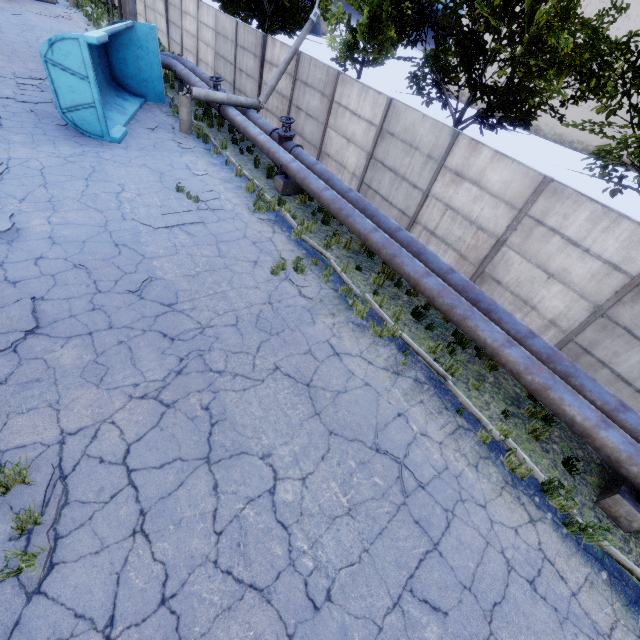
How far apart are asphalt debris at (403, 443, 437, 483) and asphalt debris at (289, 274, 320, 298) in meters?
2.9

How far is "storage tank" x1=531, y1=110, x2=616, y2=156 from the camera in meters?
57.8

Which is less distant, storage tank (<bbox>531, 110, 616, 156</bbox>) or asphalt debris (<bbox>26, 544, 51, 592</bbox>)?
asphalt debris (<bbox>26, 544, 51, 592</bbox>)

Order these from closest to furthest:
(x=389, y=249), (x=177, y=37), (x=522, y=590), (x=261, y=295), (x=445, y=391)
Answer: (x=522, y=590)
(x=445, y=391)
(x=261, y=295)
(x=389, y=249)
(x=177, y=37)

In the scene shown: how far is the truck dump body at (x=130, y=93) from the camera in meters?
12.4

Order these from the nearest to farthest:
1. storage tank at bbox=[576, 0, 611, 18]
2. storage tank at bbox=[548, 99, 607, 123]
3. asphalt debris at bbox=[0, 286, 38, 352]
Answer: asphalt debris at bbox=[0, 286, 38, 352]
storage tank at bbox=[576, 0, 611, 18]
storage tank at bbox=[548, 99, 607, 123]

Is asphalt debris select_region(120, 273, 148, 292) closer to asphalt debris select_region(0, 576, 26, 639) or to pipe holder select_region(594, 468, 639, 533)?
asphalt debris select_region(0, 576, 26, 639)

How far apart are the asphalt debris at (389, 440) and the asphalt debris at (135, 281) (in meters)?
5.34
